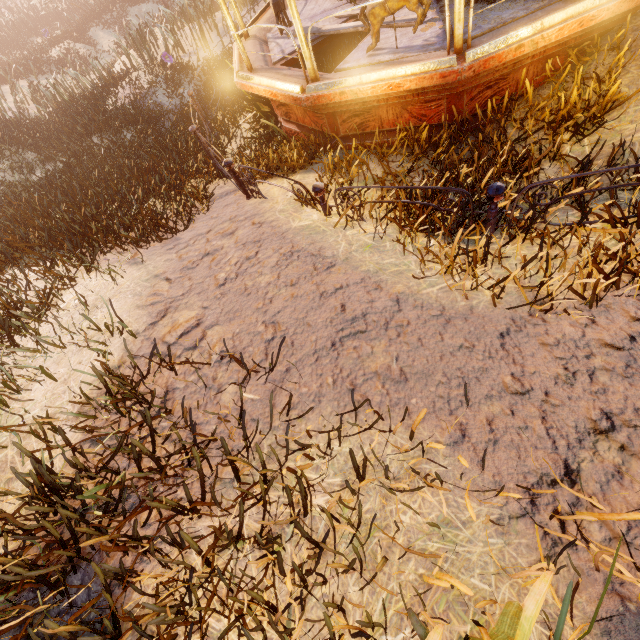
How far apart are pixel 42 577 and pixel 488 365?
3.33m

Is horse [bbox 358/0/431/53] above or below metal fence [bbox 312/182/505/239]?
above

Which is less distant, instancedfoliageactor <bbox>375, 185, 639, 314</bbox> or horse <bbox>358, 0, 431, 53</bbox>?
instancedfoliageactor <bbox>375, 185, 639, 314</bbox>

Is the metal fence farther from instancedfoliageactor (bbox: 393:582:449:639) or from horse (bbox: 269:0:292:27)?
horse (bbox: 269:0:292:27)

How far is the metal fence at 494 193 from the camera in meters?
3.1 m

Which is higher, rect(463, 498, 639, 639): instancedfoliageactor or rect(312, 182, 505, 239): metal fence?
rect(463, 498, 639, 639): instancedfoliageactor

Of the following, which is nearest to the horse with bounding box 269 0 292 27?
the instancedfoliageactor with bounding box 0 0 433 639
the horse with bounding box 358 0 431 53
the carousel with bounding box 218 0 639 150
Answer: the carousel with bounding box 218 0 639 150

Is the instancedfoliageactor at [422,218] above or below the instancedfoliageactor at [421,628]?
below
